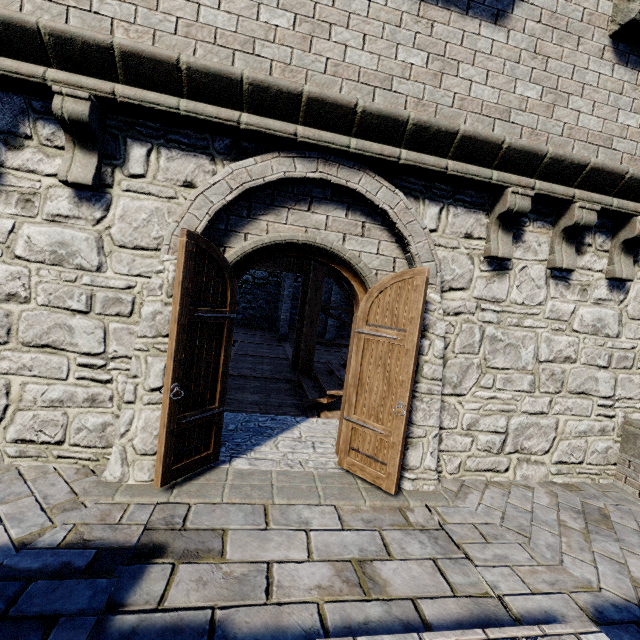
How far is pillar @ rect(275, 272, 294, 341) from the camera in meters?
15.9 m

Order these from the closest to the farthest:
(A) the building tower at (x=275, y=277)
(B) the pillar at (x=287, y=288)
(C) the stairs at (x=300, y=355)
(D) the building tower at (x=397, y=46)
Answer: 1. (D) the building tower at (x=397, y=46)
2. (C) the stairs at (x=300, y=355)
3. (B) the pillar at (x=287, y=288)
4. (A) the building tower at (x=275, y=277)

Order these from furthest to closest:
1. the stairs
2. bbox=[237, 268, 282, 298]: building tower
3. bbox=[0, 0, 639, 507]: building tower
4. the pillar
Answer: bbox=[237, 268, 282, 298]: building tower → the pillar → the stairs → bbox=[0, 0, 639, 507]: building tower

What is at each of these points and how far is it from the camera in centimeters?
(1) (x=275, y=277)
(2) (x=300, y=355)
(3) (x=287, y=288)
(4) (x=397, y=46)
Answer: (1) building tower, 2156cm
(2) stairs, 817cm
(3) pillar, 1593cm
(4) building tower, 352cm

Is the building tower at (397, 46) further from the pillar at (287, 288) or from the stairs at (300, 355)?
the pillar at (287, 288)

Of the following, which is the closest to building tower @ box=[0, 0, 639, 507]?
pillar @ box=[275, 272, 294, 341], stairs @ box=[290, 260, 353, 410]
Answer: stairs @ box=[290, 260, 353, 410]
